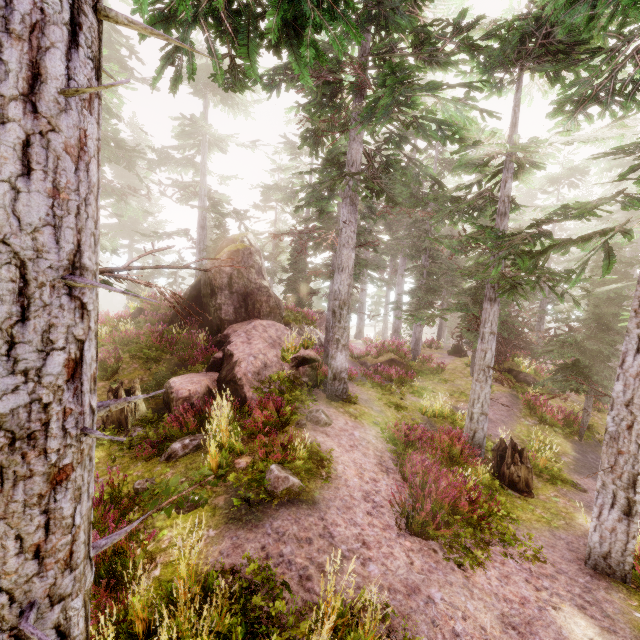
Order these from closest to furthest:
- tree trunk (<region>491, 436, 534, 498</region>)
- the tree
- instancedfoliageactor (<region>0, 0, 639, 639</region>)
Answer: instancedfoliageactor (<region>0, 0, 639, 639</region>)
tree trunk (<region>491, 436, 534, 498</region>)
the tree

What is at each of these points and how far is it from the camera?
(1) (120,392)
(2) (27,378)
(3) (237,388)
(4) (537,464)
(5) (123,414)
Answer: (1) tree trunk, 9.7m
(2) instancedfoliageactor, 1.7m
(3) rock, 10.6m
(4) instancedfoliageactor, 11.8m
(5) tree trunk, 9.6m

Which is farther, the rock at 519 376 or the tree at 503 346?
the tree at 503 346

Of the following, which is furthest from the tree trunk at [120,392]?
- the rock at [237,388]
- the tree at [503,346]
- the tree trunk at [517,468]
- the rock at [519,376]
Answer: the tree at [503,346]

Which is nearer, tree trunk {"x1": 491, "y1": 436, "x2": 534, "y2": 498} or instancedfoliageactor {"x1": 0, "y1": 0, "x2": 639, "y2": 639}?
instancedfoliageactor {"x1": 0, "y1": 0, "x2": 639, "y2": 639}

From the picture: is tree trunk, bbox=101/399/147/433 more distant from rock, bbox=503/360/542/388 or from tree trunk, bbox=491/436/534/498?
rock, bbox=503/360/542/388

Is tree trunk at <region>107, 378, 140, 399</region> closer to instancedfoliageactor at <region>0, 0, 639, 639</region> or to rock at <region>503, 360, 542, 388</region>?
instancedfoliageactor at <region>0, 0, 639, 639</region>

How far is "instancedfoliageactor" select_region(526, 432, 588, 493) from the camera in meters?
10.9 m
